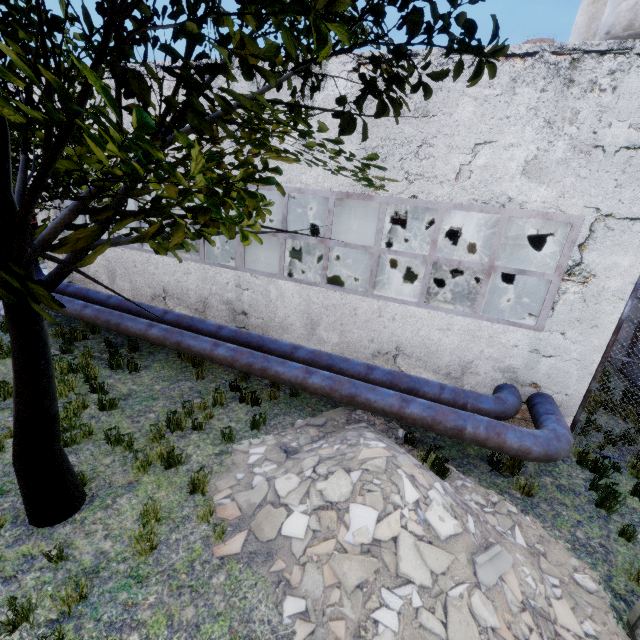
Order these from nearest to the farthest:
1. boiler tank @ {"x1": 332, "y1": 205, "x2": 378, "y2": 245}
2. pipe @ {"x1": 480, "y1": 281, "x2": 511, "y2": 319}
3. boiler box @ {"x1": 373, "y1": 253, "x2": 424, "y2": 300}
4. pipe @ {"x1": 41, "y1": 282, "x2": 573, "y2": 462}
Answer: pipe @ {"x1": 41, "y1": 282, "x2": 573, "y2": 462}, boiler box @ {"x1": 373, "y1": 253, "x2": 424, "y2": 300}, pipe @ {"x1": 480, "y1": 281, "x2": 511, "y2": 319}, boiler tank @ {"x1": 332, "y1": 205, "x2": 378, "y2": 245}

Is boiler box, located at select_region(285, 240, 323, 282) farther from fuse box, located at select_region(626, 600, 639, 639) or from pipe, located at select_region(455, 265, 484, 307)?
fuse box, located at select_region(626, 600, 639, 639)

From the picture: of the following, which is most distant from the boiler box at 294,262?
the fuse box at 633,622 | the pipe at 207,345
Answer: the fuse box at 633,622

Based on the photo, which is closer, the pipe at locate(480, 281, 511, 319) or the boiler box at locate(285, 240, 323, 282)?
the boiler box at locate(285, 240, 323, 282)

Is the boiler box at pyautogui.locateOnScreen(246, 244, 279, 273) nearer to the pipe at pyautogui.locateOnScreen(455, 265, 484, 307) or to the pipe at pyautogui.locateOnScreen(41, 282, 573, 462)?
the pipe at pyautogui.locateOnScreen(41, 282, 573, 462)

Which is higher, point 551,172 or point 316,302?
point 551,172

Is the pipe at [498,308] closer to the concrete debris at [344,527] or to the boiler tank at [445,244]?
the boiler tank at [445,244]

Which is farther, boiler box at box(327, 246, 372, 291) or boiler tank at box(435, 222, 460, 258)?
boiler tank at box(435, 222, 460, 258)
